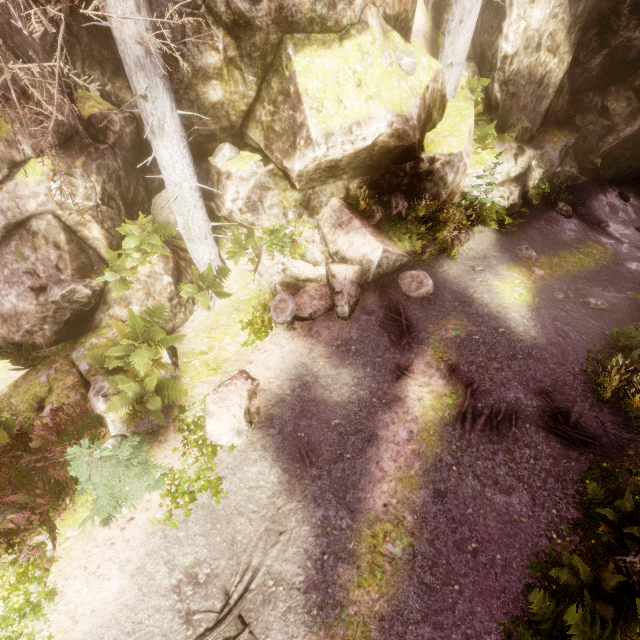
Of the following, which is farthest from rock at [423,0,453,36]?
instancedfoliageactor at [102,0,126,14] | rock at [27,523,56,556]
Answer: rock at [27,523,56,556]

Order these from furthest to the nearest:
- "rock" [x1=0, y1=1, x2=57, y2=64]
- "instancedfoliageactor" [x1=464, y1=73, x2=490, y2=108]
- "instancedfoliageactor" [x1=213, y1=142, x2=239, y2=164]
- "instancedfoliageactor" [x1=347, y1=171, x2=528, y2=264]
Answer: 1. "instancedfoliageactor" [x1=464, y1=73, x2=490, y2=108]
2. "instancedfoliageactor" [x1=347, y1=171, x2=528, y2=264]
3. "instancedfoliageactor" [x1=213, y1=142, x2=239, y2=164]
4. "rock" [x1=0, y1=1, x2=57, y2=64]

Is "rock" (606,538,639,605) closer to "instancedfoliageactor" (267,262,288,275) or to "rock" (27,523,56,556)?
"instancedfoliageactor" (267,262,288,275)

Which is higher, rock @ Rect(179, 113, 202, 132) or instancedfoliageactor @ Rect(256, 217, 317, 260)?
rock @ Rect(179, 113, 202, 132)

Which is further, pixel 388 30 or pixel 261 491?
pixel 388 30

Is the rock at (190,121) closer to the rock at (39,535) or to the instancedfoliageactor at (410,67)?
the instancedfoliageactor at (410,67)

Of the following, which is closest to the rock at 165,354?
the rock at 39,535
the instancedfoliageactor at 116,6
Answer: the instancedfoliageactor at 116,6
